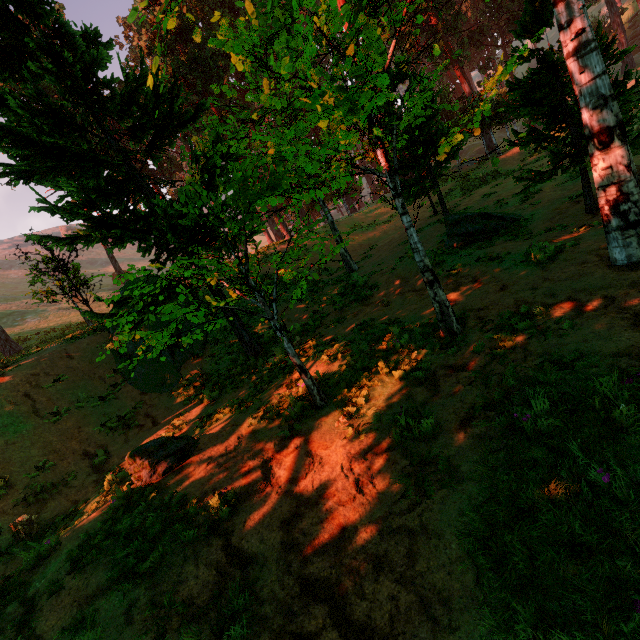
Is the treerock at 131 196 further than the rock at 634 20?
No

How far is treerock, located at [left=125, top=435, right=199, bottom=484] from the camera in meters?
6.9

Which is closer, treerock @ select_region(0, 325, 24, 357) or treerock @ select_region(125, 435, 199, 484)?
treerock @ select_region(125, 435, 199, 484)

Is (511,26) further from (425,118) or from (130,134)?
(130,134)

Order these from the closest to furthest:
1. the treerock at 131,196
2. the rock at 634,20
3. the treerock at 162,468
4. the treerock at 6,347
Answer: the treerock at 131,196
the treerock at 162,468
the treerock at 6,347
the rock at 634,20

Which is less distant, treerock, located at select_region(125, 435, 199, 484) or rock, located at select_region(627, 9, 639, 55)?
treerock, located at select_region(125, 435, 199, 484)

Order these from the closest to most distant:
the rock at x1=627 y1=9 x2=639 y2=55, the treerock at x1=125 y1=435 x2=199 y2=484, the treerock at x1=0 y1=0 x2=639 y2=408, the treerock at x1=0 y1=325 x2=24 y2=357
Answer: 1. the treerock at x1=0 y1=0 x2=639 y2=408
2. the treerock at x1=125 y1=435 x2=199 y2=484
3. the treerock at x1=0 y1=325 x2=24 y2=357
4. the rock at x1=627 y1=9 x2=639 y2=55
